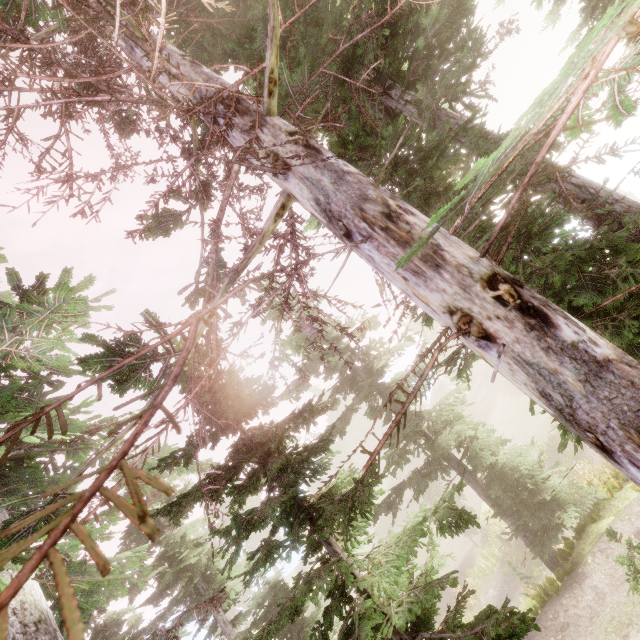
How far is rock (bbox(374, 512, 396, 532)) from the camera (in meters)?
43.50

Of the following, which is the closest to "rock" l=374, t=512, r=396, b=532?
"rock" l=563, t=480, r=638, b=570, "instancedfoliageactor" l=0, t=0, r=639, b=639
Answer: "instancedfoliageactor" l=0, t=0, r=639, b=639

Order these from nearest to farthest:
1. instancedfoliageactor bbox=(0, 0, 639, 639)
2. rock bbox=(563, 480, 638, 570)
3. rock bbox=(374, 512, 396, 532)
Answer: instancedfoliageactor bbox=(0, 0, 639, 639) → rock bbox=(563, 480, 638, 570) → rock bbox=(374, 512, 396, 532)

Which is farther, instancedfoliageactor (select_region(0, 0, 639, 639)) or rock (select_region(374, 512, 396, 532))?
rock (select_region(374, 512, 396, 532))

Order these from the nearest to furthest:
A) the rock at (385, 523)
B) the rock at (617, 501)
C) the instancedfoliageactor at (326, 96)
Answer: the instancedfoliageactor at (326, 96) → the rock at (617, 501) → the rock at (385, 523)

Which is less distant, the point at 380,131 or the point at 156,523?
the point at 380,131

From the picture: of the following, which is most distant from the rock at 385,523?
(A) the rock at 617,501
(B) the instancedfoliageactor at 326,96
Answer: (A) the rock at 617,501
